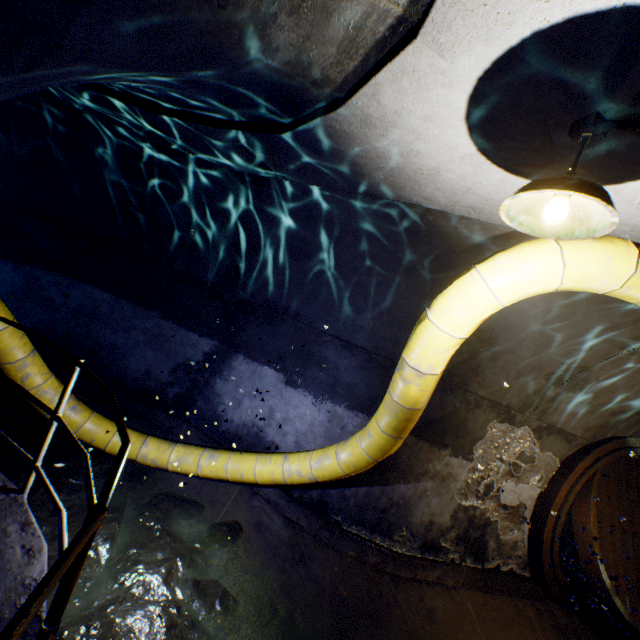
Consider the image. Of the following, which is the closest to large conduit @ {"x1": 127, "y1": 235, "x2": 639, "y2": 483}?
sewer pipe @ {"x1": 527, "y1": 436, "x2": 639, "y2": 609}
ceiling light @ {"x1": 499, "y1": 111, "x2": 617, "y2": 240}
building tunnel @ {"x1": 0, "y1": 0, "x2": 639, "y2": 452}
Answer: building tunnel @ {"x1": 0, "y1": 0, "x2": 639, "y2": 452}

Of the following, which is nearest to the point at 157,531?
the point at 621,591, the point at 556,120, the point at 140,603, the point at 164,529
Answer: the point at 164,529

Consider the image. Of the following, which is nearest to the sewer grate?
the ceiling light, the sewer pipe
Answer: the sewer pipe

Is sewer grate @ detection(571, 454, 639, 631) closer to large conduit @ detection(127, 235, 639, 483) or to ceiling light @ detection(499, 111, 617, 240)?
large conduit @ detection(127, 235, 639, 483)

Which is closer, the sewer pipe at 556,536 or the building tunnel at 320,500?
the building tunnel at 320,500

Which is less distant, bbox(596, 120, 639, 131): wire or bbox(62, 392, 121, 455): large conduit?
bbox(596, 120, 639, 131): wire

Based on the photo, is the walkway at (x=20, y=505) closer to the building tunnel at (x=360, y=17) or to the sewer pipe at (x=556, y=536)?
the building tunnel at (x=360, y=17)

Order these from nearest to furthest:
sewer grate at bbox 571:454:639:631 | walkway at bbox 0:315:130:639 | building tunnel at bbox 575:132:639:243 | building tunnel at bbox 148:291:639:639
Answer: walkway at bbox 0:315:130:639 → building tunnel at bbox 575:132:639:243 → building tunnel at bbox 148:291:639:639 → sewer grate at bbox 571:454:639:631
